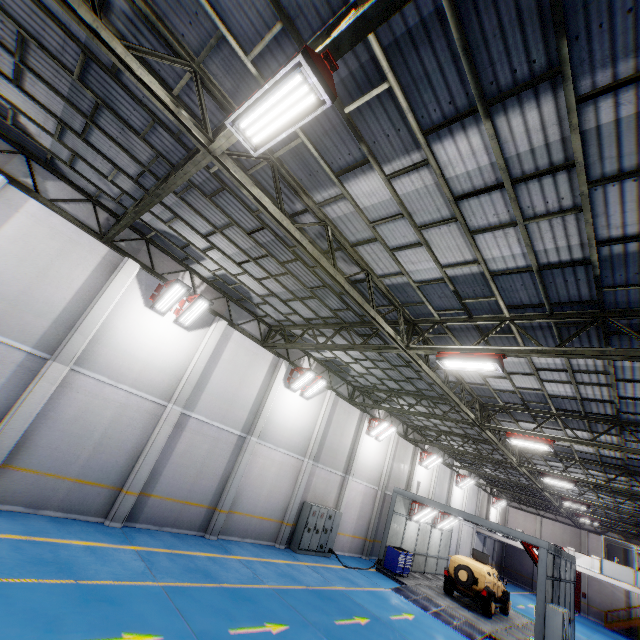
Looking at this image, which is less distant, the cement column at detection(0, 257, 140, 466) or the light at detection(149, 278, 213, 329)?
the cement column at detection(0, 257, 140, 466)

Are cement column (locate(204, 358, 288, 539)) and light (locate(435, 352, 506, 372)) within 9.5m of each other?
yes

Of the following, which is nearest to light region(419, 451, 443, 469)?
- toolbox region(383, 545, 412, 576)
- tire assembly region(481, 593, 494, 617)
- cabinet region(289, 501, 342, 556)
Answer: toolbox region(383, 545, 412, 576)

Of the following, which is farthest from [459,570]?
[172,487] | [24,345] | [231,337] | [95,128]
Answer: [95,128]

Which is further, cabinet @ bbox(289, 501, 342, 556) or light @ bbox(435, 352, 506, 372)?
cabinet @ bbox(289, 501, 342, 556)

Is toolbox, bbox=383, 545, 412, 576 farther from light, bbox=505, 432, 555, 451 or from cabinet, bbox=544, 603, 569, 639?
light, bbox=505, 432, 555, 451

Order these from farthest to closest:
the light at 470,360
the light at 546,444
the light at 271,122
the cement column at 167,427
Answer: the light at 546,444, the cement column at 167,427, the light at 470,360, the light at 271,122

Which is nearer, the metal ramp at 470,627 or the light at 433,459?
the metal ramp at 470,627
